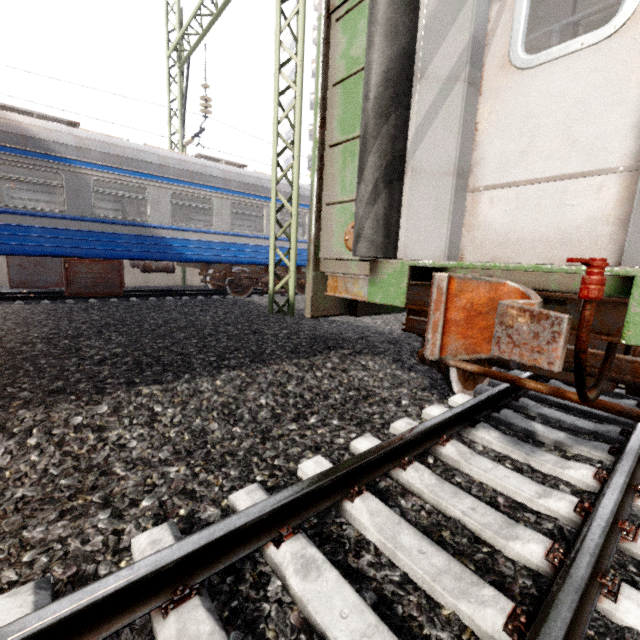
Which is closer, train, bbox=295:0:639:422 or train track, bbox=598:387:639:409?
train, bbox=295:0:639:422

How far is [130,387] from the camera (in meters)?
2.95

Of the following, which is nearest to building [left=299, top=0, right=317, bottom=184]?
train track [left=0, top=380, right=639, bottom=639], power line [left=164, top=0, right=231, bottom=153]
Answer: power line [left=164, top=0, right=231, bottom=153]

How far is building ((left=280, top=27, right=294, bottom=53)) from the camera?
34.3m

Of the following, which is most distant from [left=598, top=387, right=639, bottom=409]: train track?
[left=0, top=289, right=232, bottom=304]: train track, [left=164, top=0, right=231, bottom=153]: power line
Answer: [left=0, top=289, right=232, bottom=304]: train track

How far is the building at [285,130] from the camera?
35.8m

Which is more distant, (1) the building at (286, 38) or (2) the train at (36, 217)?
(1) the building at (286, 38)
